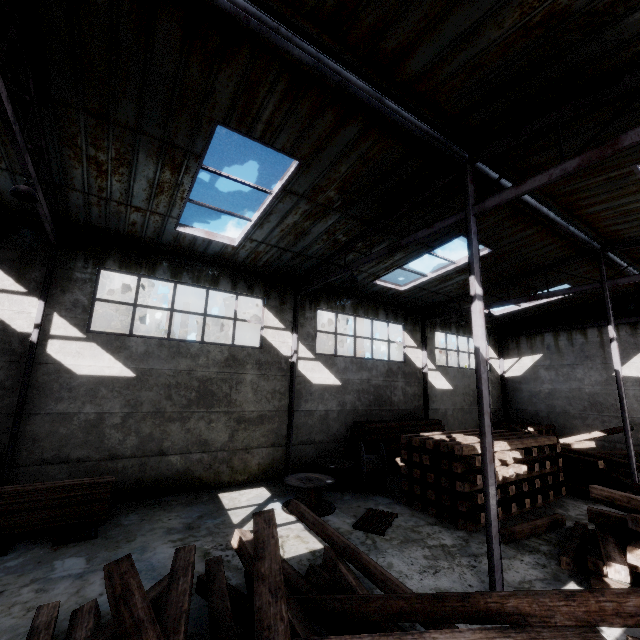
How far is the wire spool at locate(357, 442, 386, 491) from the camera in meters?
10.8 m

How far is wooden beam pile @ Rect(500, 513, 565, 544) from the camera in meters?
7.6 m

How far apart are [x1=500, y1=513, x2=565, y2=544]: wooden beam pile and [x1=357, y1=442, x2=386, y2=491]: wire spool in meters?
3.6

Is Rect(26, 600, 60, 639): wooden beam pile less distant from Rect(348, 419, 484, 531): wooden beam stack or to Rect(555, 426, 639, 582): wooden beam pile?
Rect(555, 426, 639, 582): wooden beam pile

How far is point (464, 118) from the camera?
6.24m

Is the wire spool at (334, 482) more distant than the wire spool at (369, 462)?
No

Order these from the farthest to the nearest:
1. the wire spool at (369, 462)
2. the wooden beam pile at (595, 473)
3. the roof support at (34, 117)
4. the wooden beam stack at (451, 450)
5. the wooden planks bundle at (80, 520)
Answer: the wire spool at (369, 462), the wooden beam stack at (451, 450), the wooden planks bundle at (80, 520), the wooden beam pile at (595, 473), the roof support at (34, 117)

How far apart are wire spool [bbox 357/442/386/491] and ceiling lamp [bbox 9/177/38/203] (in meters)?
10.52
